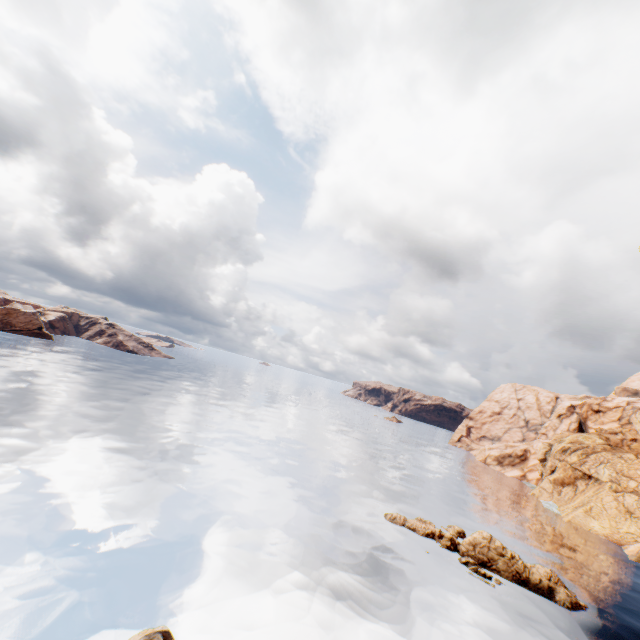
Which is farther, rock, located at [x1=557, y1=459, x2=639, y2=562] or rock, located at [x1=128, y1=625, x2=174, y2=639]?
rock, located at [x1=557, y1=459, x2=639, y2=562]

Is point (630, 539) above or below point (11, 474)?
above

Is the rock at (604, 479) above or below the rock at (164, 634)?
above

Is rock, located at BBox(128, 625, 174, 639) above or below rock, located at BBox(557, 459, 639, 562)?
below

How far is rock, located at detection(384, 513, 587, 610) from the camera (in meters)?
27.80

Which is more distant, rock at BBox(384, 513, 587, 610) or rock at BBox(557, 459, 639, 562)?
rock at BBox(557, 459, 639, 562)

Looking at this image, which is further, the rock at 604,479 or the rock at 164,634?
the rock at 604,479
